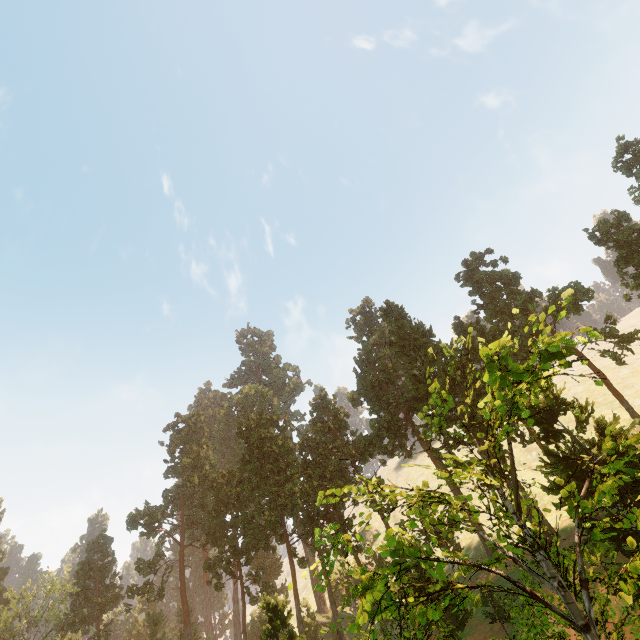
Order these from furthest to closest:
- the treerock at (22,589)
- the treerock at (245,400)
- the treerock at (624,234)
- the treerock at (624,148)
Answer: the treerock at (245,400) < the treerock at (22,589) < the treerock at (624,148) < the treerock at (624,234)

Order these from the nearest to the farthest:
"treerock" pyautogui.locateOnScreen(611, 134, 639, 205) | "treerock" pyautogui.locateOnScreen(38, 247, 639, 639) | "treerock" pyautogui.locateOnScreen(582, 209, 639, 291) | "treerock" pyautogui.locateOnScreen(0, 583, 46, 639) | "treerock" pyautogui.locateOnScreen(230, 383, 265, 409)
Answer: "treerock" pyautogui.locateOnScreen(38, 247, 639, 639) < "treerock" pyautogui.locateOnScreen(582, 209, 639, 291) < "treerock" pyautogui.locateOnScreen(611, 134, 639, 205) < "treerock" pyautogui.locateOnScreen(0, 583, 46, 639) < "treerock" pyautogui.locateOnScreen(230, 383, 265, 409)

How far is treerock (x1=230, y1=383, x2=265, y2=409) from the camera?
57.8 meters

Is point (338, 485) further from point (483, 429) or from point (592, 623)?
point (592, 623)

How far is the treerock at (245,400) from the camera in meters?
57.8

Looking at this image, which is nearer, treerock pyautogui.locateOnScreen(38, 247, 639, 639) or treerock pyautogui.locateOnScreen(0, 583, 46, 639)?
treerock pyautogui.locateOnScreen(38, 247, 639, 639)
